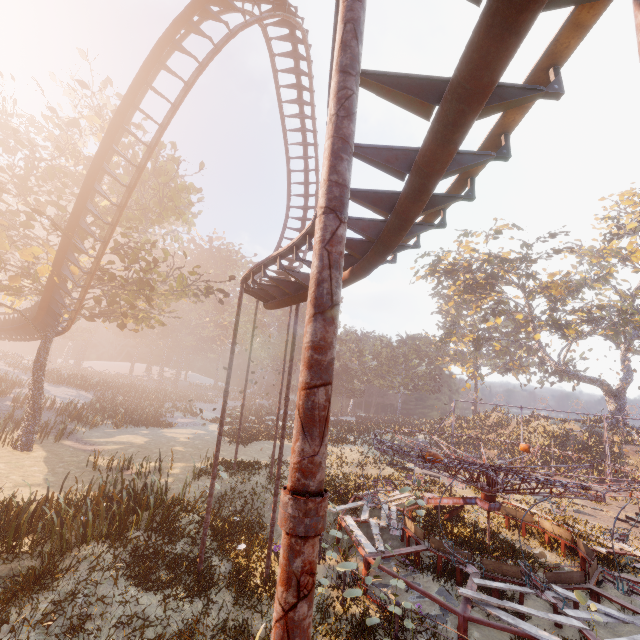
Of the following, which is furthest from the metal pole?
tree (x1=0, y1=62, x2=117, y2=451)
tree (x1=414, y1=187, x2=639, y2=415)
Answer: tree (x1=414, y1=187, x2=639, y2=415)

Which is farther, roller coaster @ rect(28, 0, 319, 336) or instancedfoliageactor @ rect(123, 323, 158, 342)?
instancedfoliageactor @ rect(123, 323, 158, 342)

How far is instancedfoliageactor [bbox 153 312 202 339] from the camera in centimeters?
5550cm

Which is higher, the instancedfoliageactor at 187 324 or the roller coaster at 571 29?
the instancedfoliageactor at 187 324

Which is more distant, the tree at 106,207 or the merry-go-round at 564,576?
the tree at 106,207

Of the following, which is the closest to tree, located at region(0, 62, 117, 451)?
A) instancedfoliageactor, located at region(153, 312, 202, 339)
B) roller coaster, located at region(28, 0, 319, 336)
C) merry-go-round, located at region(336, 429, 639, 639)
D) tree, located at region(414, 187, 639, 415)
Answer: roller coaster, located at region(28, 0, 319, 336)

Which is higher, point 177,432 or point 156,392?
point 156,392

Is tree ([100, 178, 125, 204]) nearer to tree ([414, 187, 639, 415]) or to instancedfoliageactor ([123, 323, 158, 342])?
instancedfoliageactor ([123, 323, 158, 342])
